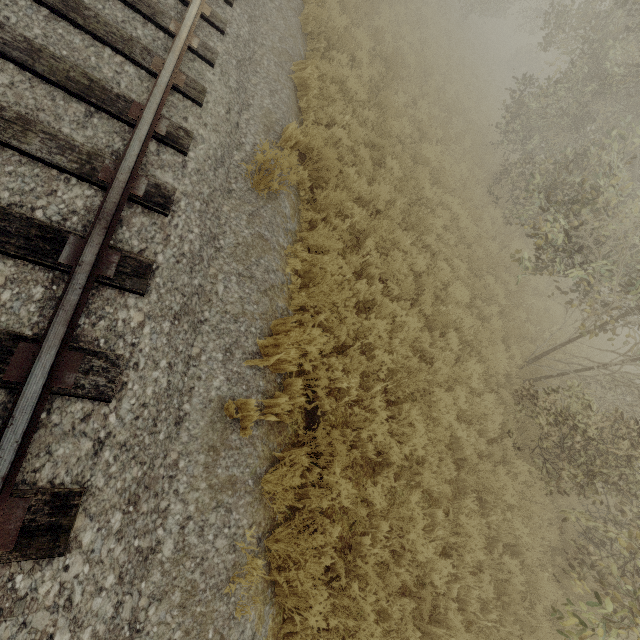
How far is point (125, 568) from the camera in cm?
→ 232
